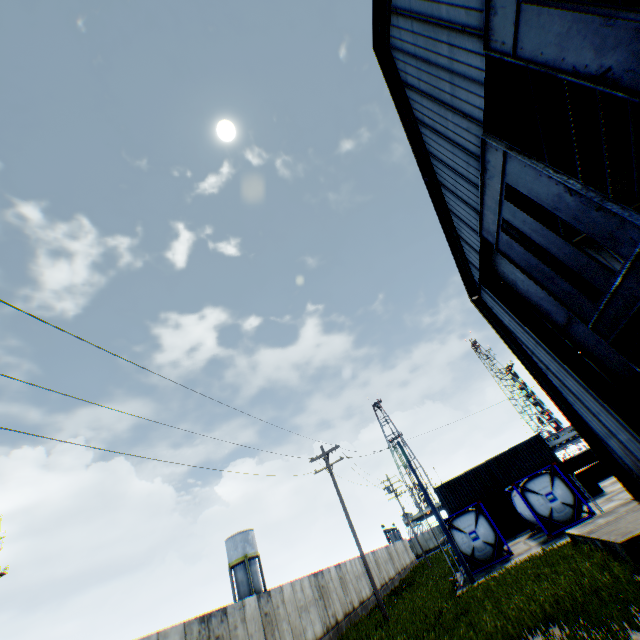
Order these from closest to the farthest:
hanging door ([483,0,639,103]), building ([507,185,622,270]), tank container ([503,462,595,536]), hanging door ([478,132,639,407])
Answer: hanging door ([483,0,639,103])
hanging door ([478,132,639,407])
building ([507,185,622,270])
tank container ([503,462,595,536])

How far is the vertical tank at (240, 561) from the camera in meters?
41.4

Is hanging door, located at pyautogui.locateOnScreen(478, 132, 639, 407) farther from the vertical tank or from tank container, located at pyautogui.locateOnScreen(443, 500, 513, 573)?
the vertical tank

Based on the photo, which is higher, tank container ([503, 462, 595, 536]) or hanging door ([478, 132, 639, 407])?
hanging door ([478, 132, 639, 407])

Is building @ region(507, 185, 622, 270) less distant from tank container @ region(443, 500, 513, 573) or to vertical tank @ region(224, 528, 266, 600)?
tank container @ region(443, 500, 513, 573)

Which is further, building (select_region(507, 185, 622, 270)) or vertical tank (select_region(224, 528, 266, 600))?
vertical tank (select_region(224, 528, 266, 600))

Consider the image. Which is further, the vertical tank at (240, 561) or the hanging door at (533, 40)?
the vertical tank at (240, 561)

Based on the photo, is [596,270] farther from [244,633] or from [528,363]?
[244,633]
